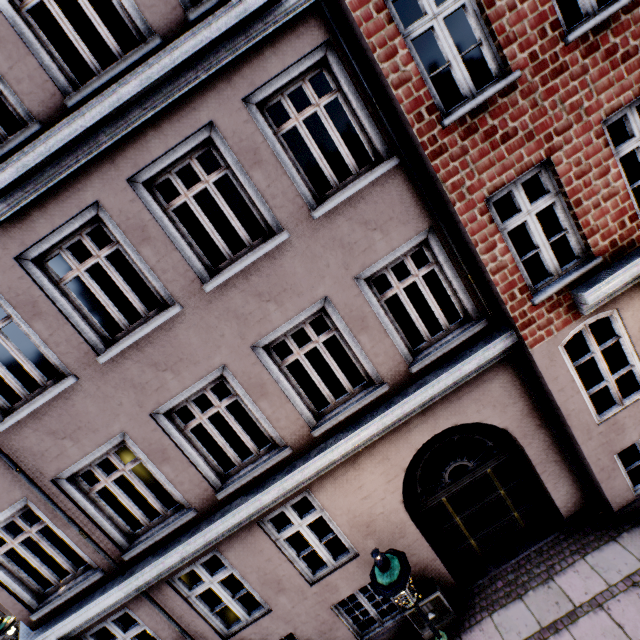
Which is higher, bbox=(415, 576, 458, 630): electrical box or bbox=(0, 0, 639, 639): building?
bbox=(0, 0, 639, 639): building

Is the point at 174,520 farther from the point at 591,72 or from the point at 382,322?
the point at 591,72

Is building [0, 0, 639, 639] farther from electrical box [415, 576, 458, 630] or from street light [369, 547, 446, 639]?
street light [369, 547, 446, 639]

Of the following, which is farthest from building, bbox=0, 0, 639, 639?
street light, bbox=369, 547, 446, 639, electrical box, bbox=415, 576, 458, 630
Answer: street light, bbox=369, 547, 446, 639

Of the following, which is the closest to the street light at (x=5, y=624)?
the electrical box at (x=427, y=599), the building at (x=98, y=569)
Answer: the building at (x=98, y=569)

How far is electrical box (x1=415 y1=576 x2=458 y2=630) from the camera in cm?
598

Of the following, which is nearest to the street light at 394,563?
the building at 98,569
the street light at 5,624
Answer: the building at 98,569

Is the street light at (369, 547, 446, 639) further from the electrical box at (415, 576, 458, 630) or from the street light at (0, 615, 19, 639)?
the street light at (0, 615, 19, 639)
